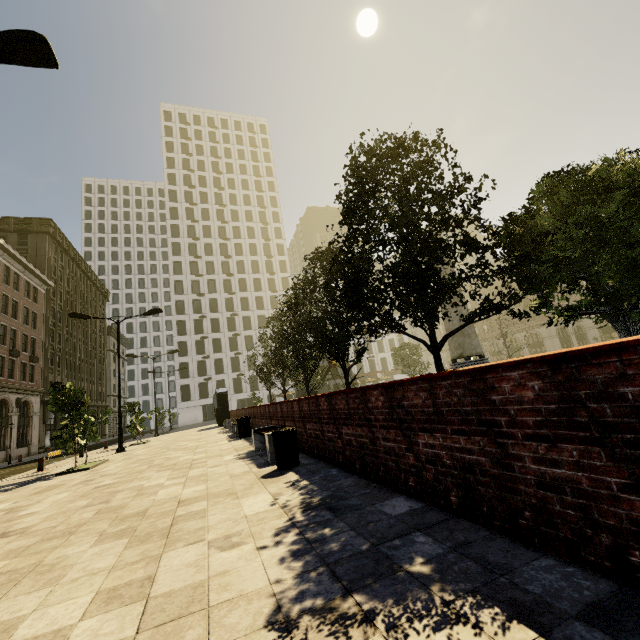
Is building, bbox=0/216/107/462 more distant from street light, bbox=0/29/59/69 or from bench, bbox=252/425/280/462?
bench, bbox=252/425/280/462

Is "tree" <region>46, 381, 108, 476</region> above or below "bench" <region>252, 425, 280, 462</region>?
above

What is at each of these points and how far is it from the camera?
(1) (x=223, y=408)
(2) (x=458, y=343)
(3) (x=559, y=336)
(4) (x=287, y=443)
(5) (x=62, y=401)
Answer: (1) atm, 28.6m
(2) obelisk, 22.2m
(3) building, 52.1m
(4) trash bin, 6.0m
(5) tree, 11.7m

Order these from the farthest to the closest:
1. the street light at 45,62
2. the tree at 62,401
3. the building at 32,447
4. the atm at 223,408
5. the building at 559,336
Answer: the building at 559,336 → the building at 32,447 → the atm at 223,408 → the tree at 62,401 → the street light at 45,62

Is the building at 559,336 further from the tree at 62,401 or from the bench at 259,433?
the bench at 259,433

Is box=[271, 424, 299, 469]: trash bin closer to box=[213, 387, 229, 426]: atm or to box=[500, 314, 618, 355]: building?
box=[500, 314, 618, 355]: building

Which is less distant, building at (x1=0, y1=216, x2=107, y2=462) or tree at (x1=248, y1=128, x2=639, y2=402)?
tree at (x1=248, y1=128, x2=639, y2=402)

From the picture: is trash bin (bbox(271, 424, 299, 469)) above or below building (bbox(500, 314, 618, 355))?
below
